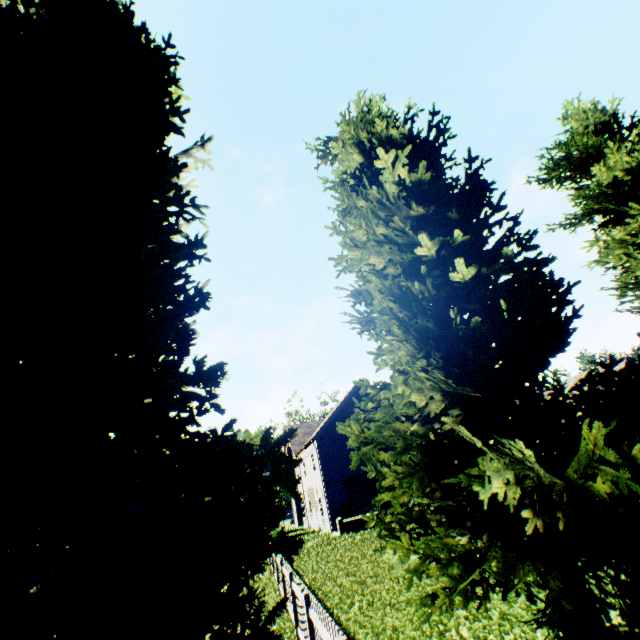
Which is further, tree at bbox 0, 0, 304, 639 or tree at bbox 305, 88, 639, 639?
tree at bbox 305, 88, 639, 639

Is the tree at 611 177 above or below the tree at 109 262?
above

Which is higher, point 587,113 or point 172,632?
point 587,113

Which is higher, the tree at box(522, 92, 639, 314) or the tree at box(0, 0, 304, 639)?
the tree at box(522, 92, 639, 314)

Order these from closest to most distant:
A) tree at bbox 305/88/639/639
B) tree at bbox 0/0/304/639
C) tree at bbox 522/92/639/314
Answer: tree at bbox 0/0/304/639
tree at bbox 305/88/639/639
tree at bbox 522/92/639/314

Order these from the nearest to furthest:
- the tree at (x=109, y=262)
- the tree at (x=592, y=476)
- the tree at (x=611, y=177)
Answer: the tree at (x=109, y=262), the tree at (x=592, y=476), the tree at (x=611, y=177)
